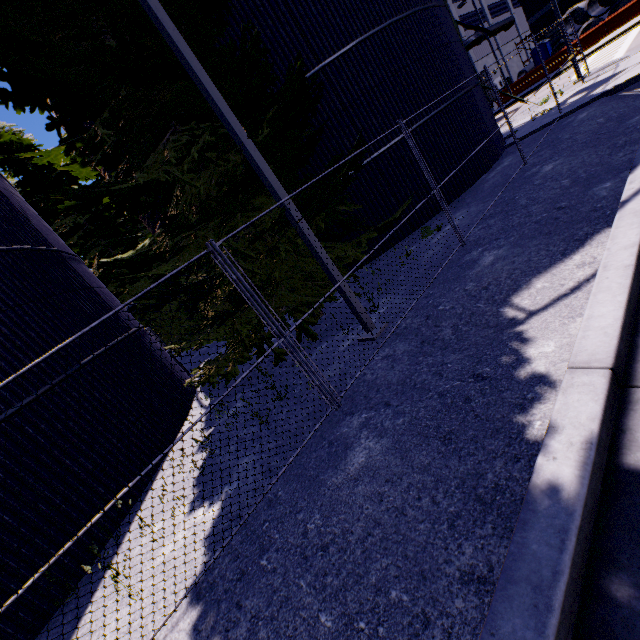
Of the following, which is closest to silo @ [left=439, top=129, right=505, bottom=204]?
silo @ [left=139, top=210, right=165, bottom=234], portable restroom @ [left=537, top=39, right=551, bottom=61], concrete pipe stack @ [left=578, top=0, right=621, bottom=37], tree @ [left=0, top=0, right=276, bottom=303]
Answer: tree @ [left=0, top=0, right=276, bottom=303]

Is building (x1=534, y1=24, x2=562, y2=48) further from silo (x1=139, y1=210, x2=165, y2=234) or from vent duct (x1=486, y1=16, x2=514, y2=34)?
silo (x1=139, y1=210, x2=165, y2=234)

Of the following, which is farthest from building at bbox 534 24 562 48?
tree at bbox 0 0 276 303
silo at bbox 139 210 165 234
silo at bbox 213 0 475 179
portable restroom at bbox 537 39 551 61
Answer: silo at bbox 139 210 165 234

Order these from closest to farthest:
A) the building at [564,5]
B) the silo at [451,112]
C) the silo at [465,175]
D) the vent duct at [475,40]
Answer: the silo at [451,112] → the silo at [465,175] → the vent duct at [475,40] → the building at [564,5]

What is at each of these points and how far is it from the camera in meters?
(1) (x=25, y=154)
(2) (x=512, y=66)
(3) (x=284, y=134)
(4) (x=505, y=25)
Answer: (1) tree, 7.2 m
(2) building, 38.3 m
(3) tree, 7.6 m
(4) vent duct, 34.8 m

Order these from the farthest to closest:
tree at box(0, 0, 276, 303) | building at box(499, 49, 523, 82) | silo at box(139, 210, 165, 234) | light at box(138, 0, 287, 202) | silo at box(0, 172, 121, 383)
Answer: building at box(499, 49, 523, 82)
silo at box(139, 210, 165, 234)
silo at box(0, 172, 121, 383)
tree at box(0, 0, 276, 303)
light at box(138, 0, 287, 202)

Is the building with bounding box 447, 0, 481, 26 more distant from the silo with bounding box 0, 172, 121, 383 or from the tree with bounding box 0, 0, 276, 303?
the silo with bounding box 0, 172, 121, 383

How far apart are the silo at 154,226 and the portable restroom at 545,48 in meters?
41.1 m
